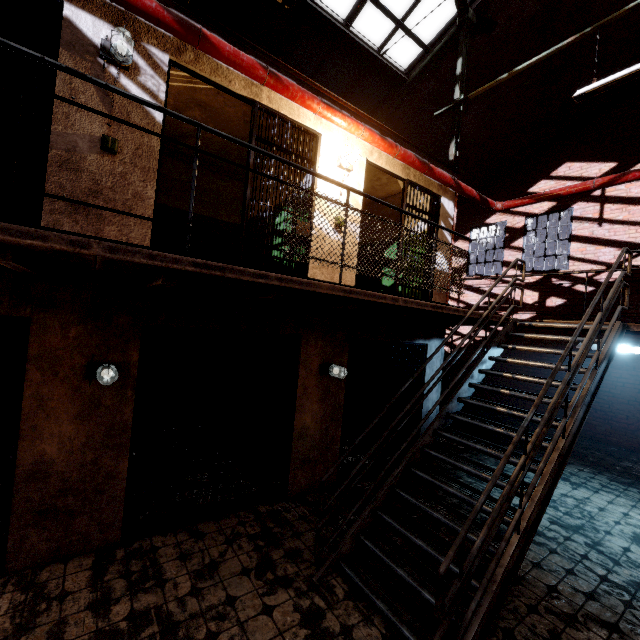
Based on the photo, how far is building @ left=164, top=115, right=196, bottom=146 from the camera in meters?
5.7 m

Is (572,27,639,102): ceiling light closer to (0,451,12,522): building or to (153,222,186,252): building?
(153,222,186,252): building

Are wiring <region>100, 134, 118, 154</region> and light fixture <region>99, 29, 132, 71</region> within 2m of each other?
yes

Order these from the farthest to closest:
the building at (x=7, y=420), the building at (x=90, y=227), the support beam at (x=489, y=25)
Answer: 1. the building at (x=7, y=420)
2. the support beam at (x=489, y=25)
3. the building at (x=90, y=227)

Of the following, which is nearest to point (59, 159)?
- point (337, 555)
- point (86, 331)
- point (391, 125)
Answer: point (86, 331)

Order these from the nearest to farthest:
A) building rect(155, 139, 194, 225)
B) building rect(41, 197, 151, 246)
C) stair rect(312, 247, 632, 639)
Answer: stair rect(312, 247, 632, 639)
building rect(41, 197, 151, 246)
building rect(155, 139, 194, 225)

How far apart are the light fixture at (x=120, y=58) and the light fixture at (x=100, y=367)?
3.0 meters

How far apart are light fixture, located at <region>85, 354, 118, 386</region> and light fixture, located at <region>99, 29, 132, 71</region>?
3.0m
